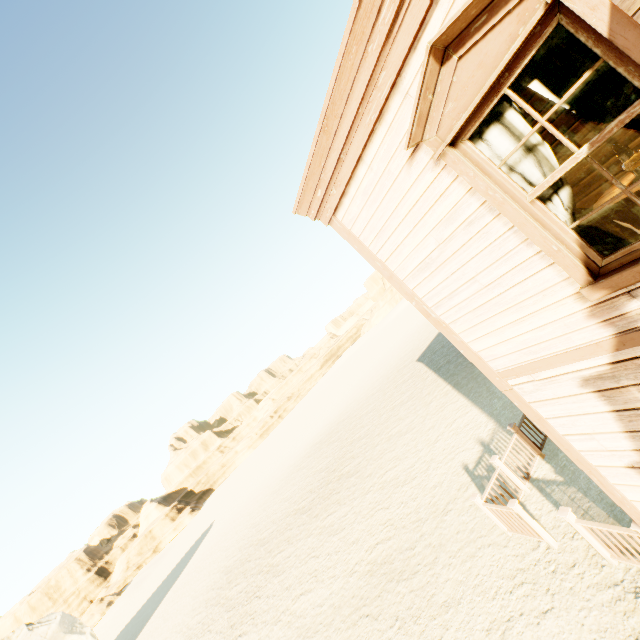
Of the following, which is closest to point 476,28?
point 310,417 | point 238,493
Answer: point 310,417

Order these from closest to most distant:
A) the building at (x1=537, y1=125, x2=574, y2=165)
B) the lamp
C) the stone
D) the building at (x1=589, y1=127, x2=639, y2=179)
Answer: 1. the lamp
2. the building at (x1=589, y1=127, x2=639, y2=179)
3. the building at (x1=537, y1=125, x2=574, y2=165)
4. the stone

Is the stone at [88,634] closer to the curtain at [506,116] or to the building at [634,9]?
the building at [634,9]

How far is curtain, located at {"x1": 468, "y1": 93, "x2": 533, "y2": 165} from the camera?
2.5m

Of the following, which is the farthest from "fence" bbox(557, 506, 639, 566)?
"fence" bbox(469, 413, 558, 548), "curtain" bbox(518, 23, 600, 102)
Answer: "curtain" bbox(518, 23, 600, 102)

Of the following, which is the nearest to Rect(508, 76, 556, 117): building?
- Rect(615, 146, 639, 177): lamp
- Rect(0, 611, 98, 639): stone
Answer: Rect(615, 146, 639, 177): lamp

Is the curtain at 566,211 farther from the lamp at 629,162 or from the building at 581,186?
the lamp at 629,162

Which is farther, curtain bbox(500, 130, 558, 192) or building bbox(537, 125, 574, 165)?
building bbox(537, 125, 574, 165)
